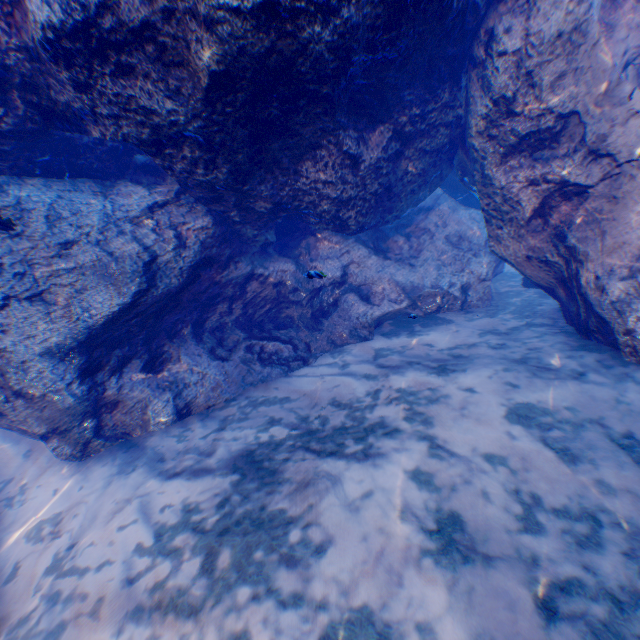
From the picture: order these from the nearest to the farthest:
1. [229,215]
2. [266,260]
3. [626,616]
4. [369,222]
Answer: [626,616]
[229,215]
[369,222]
[266,260]
